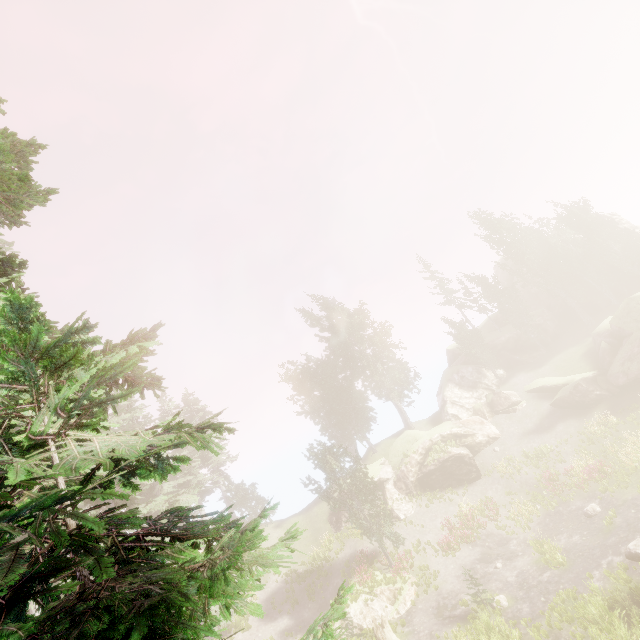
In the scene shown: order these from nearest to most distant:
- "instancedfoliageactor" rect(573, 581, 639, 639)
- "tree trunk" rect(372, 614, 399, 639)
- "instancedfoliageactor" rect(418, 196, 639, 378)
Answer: "instancedfoliageactor" rect(573, 581, 639, 639) → "tree trunk" rect(372, 614, 399, 639) → "instancedfoliageactor" rect(418, 196, 639, 378)

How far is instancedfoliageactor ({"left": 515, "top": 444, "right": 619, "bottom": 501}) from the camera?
21.38m

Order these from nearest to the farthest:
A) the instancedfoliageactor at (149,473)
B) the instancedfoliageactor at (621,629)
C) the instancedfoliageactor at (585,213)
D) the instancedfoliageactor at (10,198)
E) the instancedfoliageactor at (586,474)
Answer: the instancedfoliageactor at (149,473) < the instancedfoliageactor at (10,198) < the instancedfoliageactor at (621,629) < the instancedfoliageactor at (586,474) < the instancedfoliageactor at (585,213)

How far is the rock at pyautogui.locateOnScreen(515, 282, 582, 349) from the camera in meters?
42.2

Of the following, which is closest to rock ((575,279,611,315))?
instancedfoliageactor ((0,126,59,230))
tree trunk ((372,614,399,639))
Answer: instancedfoliageactor ((0,126,59,230))

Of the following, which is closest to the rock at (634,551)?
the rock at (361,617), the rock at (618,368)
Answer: the rock at (361,617)

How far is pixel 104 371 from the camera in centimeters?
237cm
